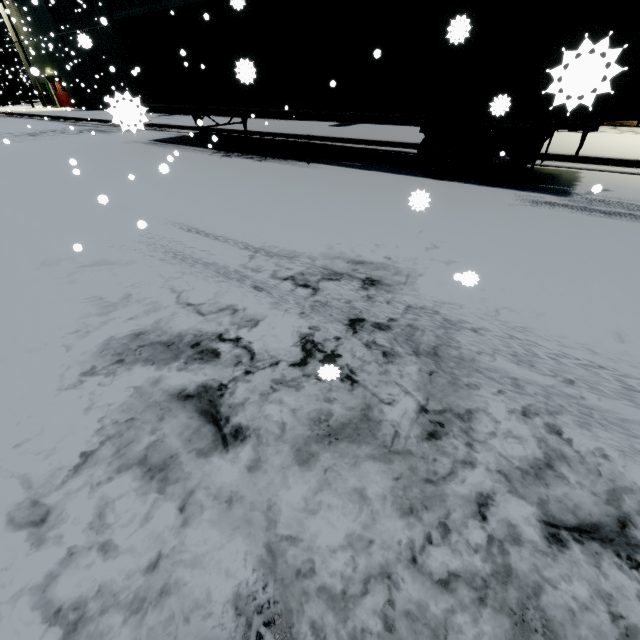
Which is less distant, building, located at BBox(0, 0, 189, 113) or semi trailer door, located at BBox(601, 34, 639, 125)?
semi trailer door, located at BBox(601, 34, 639, 125)

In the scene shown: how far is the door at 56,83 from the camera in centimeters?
2853cm

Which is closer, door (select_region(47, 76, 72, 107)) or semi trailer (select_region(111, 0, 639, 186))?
semi trailer (select_region(111, 0, 639, 186))

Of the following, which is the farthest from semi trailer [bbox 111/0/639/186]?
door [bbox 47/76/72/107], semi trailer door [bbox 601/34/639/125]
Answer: door [bbox 47/76/72/107]

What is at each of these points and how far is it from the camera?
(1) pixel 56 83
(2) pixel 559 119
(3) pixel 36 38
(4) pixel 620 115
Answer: (1) door, 28.98m
(2) semi trailer, 5.94m
(3) building, 26.66m
(4) semi trailer door, 5.82m

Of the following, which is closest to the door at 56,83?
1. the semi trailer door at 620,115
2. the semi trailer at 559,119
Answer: the semi trailer at 559,119

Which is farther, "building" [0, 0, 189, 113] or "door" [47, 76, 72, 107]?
"door" [47, 76, 72, 107]

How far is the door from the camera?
28.5 meters
